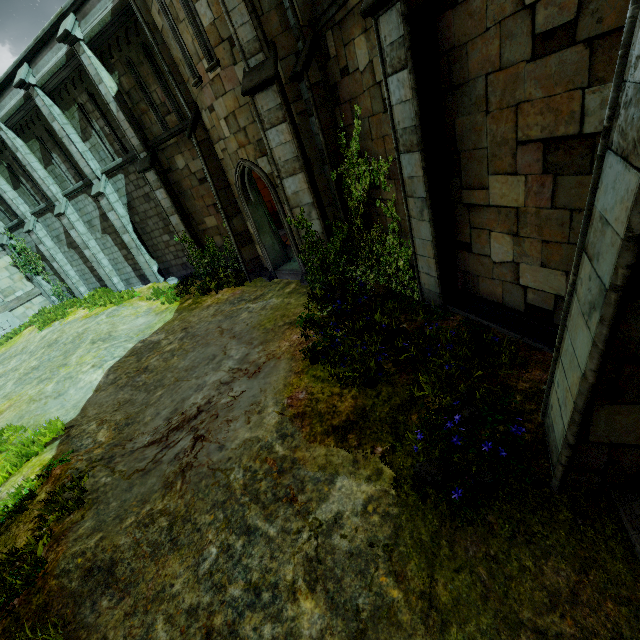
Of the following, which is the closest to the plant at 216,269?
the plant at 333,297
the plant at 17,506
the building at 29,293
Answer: the plant at 333,297

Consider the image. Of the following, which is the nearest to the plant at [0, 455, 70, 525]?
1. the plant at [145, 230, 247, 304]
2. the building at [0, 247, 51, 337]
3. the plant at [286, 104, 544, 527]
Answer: the plant at [286, 104, 544, 527]

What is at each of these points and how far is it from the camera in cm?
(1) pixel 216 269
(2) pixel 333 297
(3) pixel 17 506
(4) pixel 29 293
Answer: (1) plant, 1473
(2) plant, 775
(3) plant, 564
(4) building, 2144

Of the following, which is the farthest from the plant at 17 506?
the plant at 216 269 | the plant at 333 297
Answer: the plant at 216 269

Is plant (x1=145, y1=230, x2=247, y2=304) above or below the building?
below

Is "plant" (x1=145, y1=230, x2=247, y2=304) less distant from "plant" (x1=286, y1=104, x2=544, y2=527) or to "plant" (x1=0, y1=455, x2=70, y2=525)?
"plant" (x1=286, y1=104, x2=544, y2=527)

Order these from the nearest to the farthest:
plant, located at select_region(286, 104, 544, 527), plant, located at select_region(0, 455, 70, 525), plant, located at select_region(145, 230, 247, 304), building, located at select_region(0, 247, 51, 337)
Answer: plant, located at select_region(286, 104, 544, 527) → plant, located at select_region(0, 455, 70, 525) → plant, located at select_region(145, 230, 247, 304) → building, located at select_region(0, 247, 51, 337)
